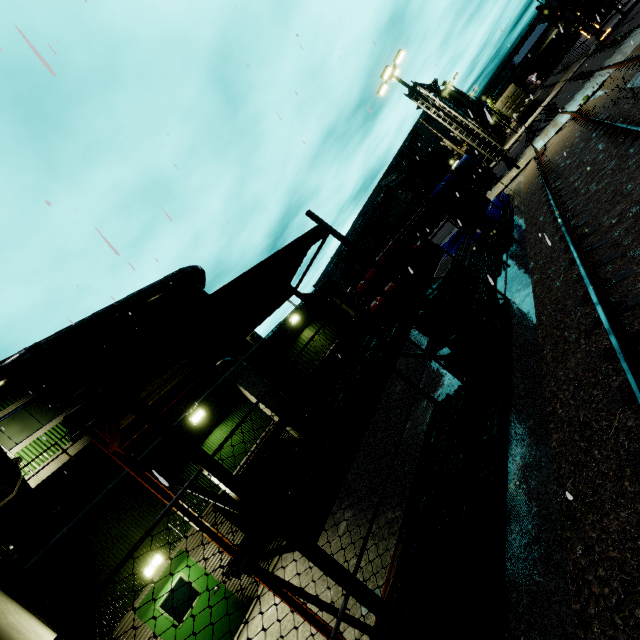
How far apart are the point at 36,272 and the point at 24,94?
7.1m

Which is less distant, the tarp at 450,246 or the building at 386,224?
the tarp at 450,246

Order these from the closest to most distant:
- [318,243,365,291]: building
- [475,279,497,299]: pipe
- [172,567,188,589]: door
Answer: [172,567,188,589]: door → [475,279,497,299]: pipe → [318,243,365,291]: building

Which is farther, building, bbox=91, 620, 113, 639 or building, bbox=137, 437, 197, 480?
building, bbox=137, 437, 197, 480

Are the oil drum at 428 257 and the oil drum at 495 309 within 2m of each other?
yes

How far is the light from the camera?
18.9m

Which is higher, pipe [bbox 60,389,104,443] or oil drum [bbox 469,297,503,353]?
pipe [bbox 60,389,104,443]

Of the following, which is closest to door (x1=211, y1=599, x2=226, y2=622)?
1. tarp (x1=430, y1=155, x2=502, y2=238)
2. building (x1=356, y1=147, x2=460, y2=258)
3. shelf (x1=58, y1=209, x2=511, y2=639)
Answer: building (x1=356, y1=147, x2=460, y2=258)
